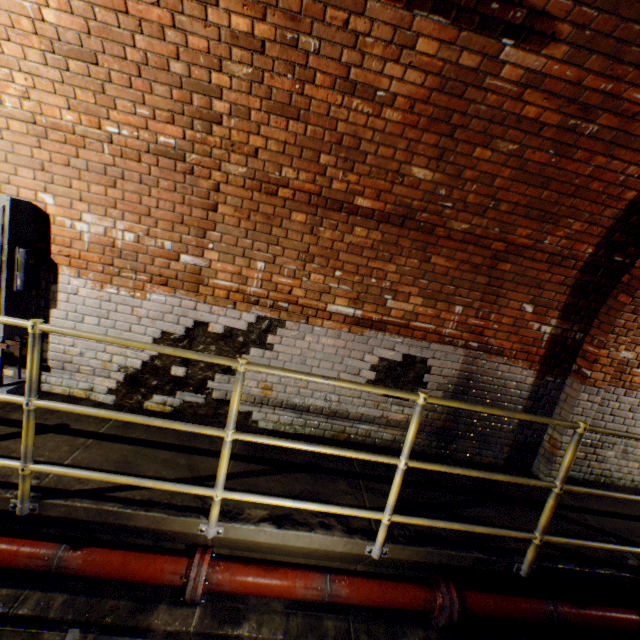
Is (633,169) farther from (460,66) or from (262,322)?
(262,322)

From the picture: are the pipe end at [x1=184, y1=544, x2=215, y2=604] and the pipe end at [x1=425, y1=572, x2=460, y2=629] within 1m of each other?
no

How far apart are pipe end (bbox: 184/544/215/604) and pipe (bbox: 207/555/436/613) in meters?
0.0

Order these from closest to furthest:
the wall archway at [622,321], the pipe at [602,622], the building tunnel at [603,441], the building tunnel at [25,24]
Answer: the building tunnel at [25,24], the pipe at [602,622], the wall archway at [622,321], the building tunnel at [603,441]

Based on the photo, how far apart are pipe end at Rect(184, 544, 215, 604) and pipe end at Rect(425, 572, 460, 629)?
1.84m

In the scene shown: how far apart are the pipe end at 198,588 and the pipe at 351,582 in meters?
0.0 m

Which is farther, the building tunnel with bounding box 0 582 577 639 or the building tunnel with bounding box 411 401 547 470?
the building tunnel with bounding box 411 401 547 470

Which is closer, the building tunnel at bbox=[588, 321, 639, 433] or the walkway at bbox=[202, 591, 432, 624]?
the walkway at bbox=[202, 591, 432, 624]
